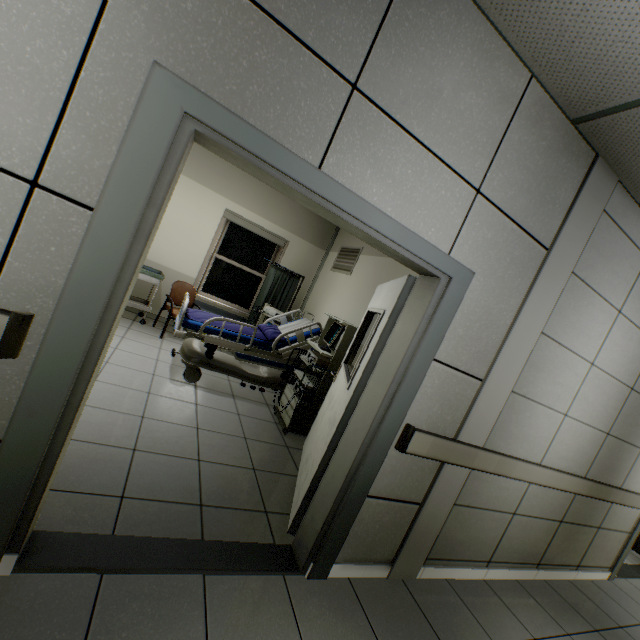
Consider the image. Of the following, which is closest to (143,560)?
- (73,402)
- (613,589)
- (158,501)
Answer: (158,501)

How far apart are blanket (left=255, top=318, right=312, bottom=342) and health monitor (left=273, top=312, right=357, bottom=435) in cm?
19

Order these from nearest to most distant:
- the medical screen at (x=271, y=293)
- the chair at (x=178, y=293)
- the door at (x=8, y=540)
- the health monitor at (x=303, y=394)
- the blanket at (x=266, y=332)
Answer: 1. the door at (x=8, y=540)
2. the health monitor at (x=303, y=394)
3. the blanket at (x=266, y=332)
4. the chair at (x=178, y=293)
5. the medical screen at (x=271, y=293)

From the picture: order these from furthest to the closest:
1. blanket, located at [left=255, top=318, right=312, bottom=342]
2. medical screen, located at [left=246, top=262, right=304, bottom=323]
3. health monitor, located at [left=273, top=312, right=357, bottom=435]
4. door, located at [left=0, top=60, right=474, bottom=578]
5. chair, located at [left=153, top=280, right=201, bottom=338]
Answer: medical screen, located at [left=246, top=262, right=304, bottom=323] < chair, located at [left=153, top=280, right=201, bottom=338] < blanket, located at [left=255, top=318, right=312, bottom=342] < health monitor, located at [left=273, top=312, right=357, bottom=435] < door, located at [left=0, top=60, right=474, bottom=578]

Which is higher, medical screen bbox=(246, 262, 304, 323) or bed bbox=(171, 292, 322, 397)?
medical screen bbox=(246, 262, 304, 323)

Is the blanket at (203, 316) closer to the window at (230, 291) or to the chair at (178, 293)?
the chair at (178, 293)

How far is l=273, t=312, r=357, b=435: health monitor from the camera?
3.7m

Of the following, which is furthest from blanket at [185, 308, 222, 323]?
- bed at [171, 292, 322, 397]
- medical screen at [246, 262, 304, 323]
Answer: medical screen at [246, 262, 304, 323]
